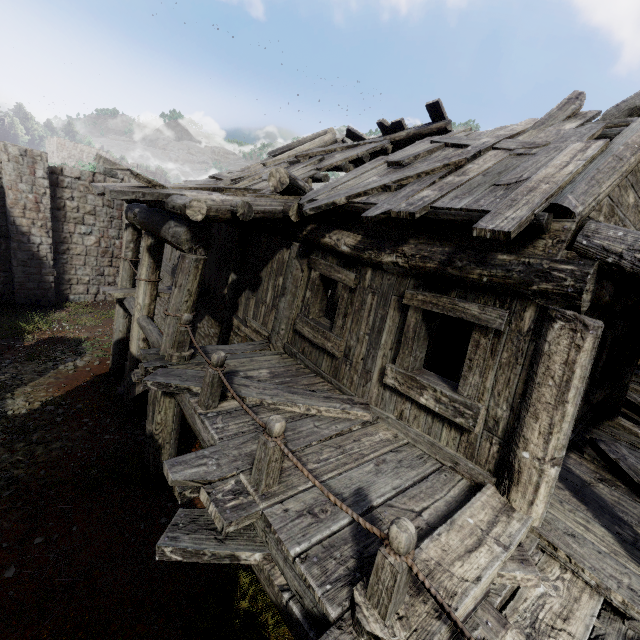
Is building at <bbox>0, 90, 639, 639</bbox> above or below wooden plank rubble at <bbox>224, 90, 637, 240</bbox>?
below

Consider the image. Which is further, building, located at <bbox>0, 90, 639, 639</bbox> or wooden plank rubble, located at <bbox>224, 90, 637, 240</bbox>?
wooden plank rubble, located at <bbox>224, 90, 637, 240</bbox>

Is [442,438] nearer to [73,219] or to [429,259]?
[429,259]

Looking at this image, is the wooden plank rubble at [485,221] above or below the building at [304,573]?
above

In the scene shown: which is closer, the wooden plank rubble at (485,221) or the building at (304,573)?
the building at (304,573)
